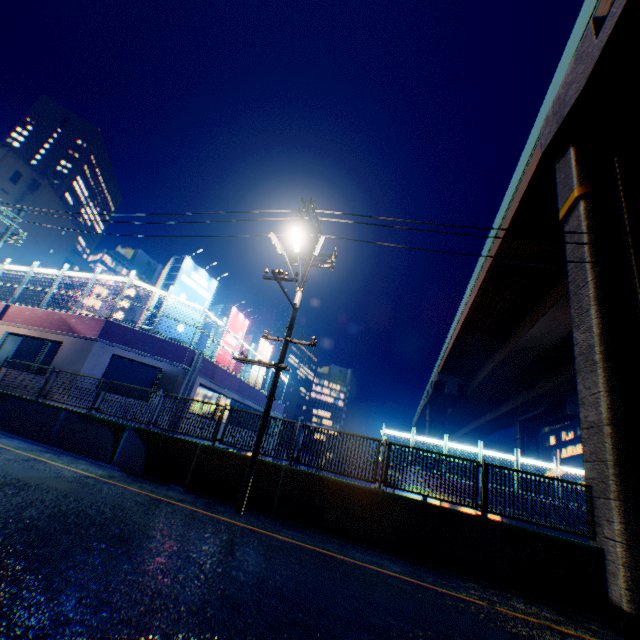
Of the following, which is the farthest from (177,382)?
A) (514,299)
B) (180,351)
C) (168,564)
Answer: (514,299)

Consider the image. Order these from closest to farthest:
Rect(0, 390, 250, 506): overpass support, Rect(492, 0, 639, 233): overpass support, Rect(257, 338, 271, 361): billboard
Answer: Rect(492, 0, 639, 233): overpass support → Rect(0, 390, 250, 506): overpass support → Rect(257, 338, 271, 361): billboard

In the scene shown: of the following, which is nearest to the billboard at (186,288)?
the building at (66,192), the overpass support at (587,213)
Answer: the overpass support at (587,213)

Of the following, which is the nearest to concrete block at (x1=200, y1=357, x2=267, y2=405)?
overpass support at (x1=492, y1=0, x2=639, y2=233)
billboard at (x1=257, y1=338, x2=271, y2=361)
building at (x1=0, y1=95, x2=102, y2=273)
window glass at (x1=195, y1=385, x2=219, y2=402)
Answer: window glass at (x1=195, y1=385, x2=219, y2=402)

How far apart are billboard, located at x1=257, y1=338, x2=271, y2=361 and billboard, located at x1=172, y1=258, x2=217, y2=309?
9.0m

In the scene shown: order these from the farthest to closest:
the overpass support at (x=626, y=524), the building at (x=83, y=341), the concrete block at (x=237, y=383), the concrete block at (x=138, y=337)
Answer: the concrete block at (x=237, y=383)
the concrete block at (x=138, y=337)
the building at (x=83, y=341)
the overpass support at (x=626, y=524)

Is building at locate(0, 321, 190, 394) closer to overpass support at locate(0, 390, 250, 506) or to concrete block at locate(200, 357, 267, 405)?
concrete block at locate(200, 357, 267, 405)

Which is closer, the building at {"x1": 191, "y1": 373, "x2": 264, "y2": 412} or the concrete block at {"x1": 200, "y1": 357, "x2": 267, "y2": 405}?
the building at {"x1": 191, "y1": 373, "x2": 264, "y2": 412}
